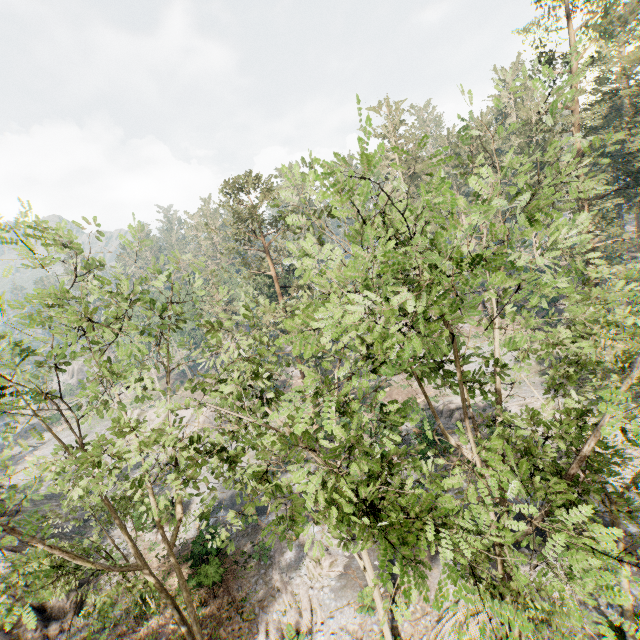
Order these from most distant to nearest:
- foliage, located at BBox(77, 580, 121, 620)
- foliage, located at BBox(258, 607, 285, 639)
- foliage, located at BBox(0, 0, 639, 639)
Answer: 1. foliage, located at BBox(258, 607, 285, 639)
2. foliage, located at BBox(77, 580, 121, 620)
3. foliage, located at BBox(0, 0, 639, 639)

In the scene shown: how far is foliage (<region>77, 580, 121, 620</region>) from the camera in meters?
12.6 m

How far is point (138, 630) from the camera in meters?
16.8 m

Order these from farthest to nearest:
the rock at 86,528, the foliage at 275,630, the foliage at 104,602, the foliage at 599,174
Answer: the rock at 86,528 < the foliage at 275,630 < the foliage at 104,602 < the foliage at 599,174

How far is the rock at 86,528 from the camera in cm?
2591

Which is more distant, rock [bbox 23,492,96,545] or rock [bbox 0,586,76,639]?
rock [bbox 23,492,96,545]

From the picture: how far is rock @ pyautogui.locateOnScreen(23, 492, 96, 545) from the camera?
25.9m

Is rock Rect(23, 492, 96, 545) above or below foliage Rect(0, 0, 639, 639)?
below
